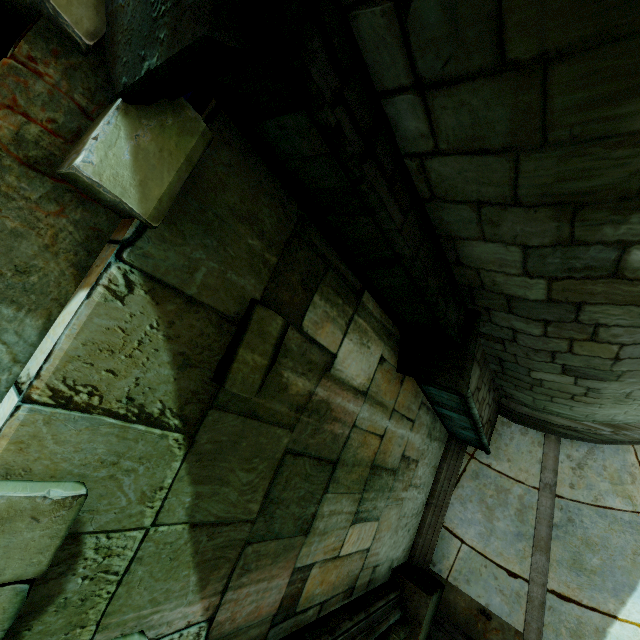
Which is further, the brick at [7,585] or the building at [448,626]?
the building at [448,626]

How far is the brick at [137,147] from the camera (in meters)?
1.30

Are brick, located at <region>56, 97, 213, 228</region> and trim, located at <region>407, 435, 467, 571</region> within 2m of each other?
no

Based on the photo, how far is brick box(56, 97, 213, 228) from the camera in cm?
130

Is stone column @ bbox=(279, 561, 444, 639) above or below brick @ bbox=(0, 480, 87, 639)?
below

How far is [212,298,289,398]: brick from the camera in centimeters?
201cm

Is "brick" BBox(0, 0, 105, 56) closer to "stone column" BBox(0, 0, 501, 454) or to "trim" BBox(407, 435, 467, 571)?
"stone column" BBox(0, 0, 501, 454)

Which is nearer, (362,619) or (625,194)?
(625,194)
